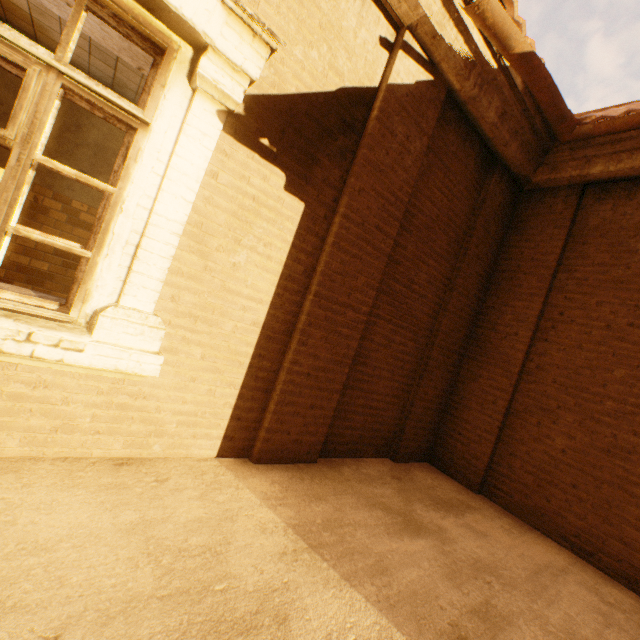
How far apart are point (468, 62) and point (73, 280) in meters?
4.0 m
